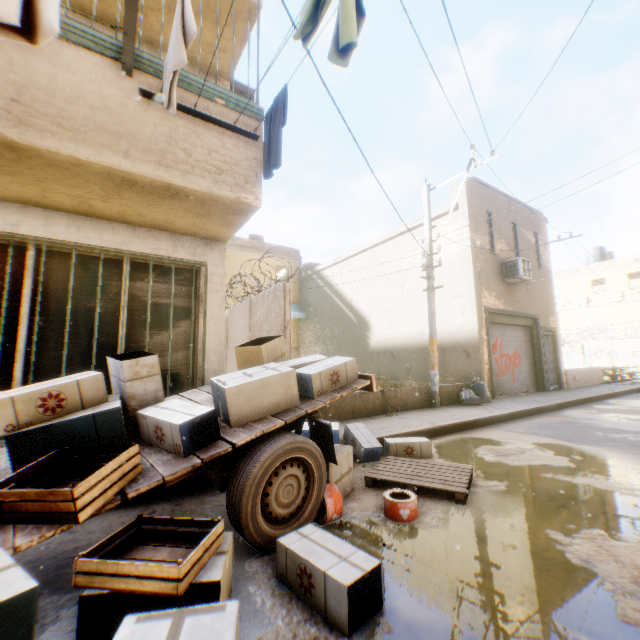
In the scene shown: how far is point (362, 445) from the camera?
5.08m

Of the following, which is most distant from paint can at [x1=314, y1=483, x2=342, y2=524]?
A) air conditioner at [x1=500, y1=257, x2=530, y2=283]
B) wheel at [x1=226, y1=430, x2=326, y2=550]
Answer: air conditioner at [x1=500, y1=257, x2=530, y2=283]

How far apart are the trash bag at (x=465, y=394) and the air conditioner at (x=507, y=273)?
2.23m

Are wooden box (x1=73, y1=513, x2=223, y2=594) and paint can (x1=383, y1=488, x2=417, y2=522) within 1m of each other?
no

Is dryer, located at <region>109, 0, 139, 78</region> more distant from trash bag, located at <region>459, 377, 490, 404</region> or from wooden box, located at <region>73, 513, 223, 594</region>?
trash bag, located at <region>459, 377, 490, 404</region>

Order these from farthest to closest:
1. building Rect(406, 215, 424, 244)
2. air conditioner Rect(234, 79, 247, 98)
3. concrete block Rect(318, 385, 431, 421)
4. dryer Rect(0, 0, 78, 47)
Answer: building Rect(406, 215, 424, 244)
concrete block Rect(318, 385, 431, 421)
air conditioner Rect(234, 79, 247, 98)
dryer Rect(0, 0, 78, 47)

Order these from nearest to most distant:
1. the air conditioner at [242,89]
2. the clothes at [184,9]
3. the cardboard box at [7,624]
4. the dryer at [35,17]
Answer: the cardboard box at [7,624], the dryer at [35,17], the clothes at [184,9], the air conditioner at [242,89]

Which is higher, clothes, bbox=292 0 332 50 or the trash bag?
clothes, bbox=292 0 332 50
